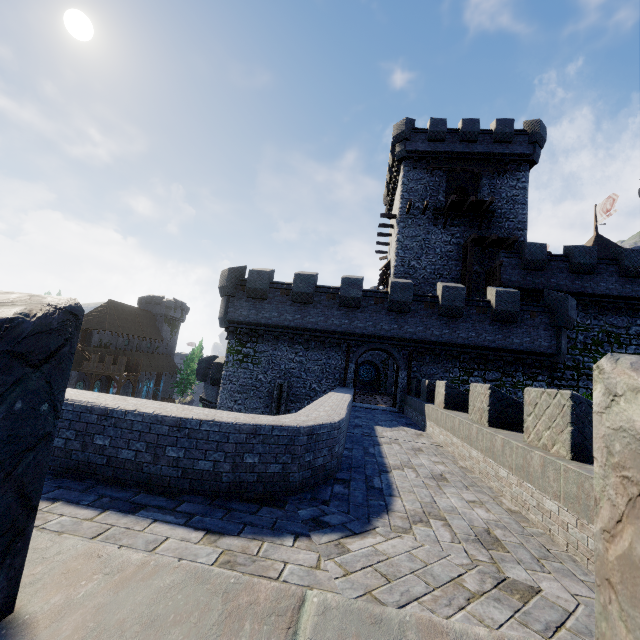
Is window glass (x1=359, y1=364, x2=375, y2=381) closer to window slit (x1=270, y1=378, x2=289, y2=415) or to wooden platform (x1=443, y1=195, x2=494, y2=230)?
wooden platform (x1=443, y1=195, x2=494, y2=230)

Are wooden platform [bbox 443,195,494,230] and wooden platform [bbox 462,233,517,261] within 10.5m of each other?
yes

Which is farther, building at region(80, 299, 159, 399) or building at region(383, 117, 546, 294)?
building at region(80, 299, 159, 399)

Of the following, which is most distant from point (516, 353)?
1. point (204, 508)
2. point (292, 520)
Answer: point (204, 508)

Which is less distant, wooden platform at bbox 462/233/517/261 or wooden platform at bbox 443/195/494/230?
wooden platform at bbox 462/233/517/261

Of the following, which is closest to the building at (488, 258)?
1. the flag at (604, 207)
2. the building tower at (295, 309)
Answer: the building tower at (295, 309)

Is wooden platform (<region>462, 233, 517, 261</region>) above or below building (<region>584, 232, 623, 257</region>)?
below

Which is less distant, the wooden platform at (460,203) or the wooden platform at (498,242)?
the wooden platform at (498,242)
